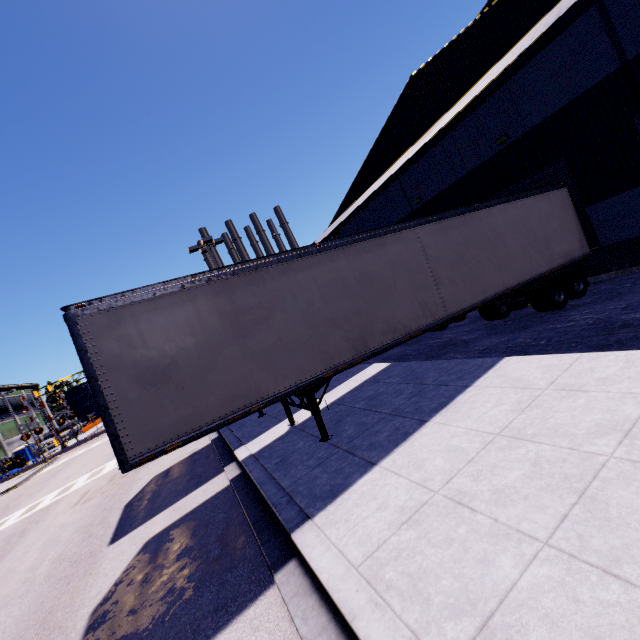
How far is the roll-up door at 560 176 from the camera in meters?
11.5 m

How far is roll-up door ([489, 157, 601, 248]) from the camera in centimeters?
1151cm

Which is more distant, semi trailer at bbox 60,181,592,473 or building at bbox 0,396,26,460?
building at bbox 0,396,26,460

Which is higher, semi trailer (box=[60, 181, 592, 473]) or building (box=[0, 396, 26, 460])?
building (box=[0, 396, 26, 460])

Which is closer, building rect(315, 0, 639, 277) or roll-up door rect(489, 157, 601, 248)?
building rect(315, 0, 639, 277)

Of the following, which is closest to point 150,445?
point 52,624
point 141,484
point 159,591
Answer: point 159,591

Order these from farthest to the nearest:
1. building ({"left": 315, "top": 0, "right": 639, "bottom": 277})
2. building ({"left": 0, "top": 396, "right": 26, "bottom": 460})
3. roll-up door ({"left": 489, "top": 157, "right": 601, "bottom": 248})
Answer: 1. building ({"left": 0, "top": 396, "right": 26, "bottom": 460})
2. roll-up door ({"left": 489, "top": 157, "right": 601, "bottom": 248})
3. building ({"left": 315, "top": 0, "right": 639, "bottom": 277})

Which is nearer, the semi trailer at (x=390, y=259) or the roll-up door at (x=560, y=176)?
the semi trailer at (x=390, y=259)
